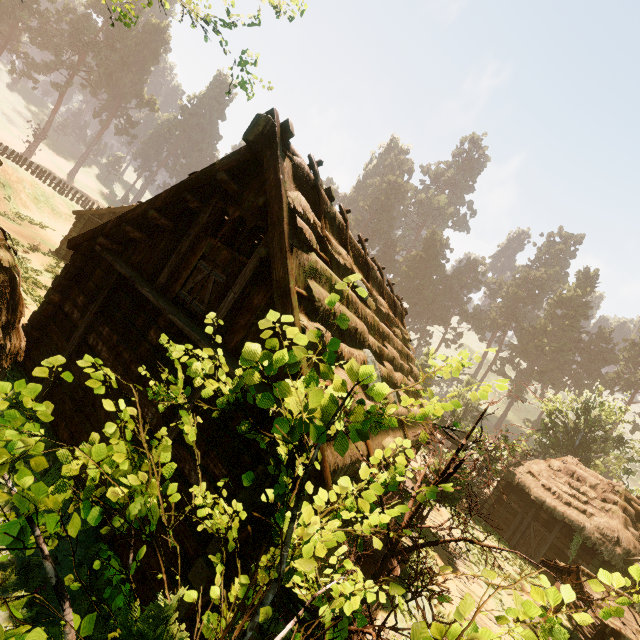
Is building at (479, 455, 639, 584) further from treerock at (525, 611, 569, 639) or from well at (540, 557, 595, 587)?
well at (540, 557, 595, 587)

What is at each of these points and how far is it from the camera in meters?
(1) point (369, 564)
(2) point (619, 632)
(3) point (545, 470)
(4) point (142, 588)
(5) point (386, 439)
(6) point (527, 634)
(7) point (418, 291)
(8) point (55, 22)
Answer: (1) wooden basin, 8.2
(2) well, 9.1
(3) building, 19.9
(4) building, 4.9
(5) building, 7.4
(6) treerock, 1.4
(7) treerock, 59.0
(8) treerock, 50.6

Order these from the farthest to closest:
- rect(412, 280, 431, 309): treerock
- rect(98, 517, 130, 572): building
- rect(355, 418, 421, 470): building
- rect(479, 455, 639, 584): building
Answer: rect(412, 280, 431, 309): treerock → rect(479, 455, 639, 584): building → rect(355, 418, 421, 470): building → rect(98, 517, 130, 572): building

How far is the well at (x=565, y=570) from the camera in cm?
1012

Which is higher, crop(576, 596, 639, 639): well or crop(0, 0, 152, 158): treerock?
crop(0, 0, 152, 158): treerock

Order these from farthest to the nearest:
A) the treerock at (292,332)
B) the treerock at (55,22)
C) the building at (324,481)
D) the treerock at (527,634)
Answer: the treerock at (55,22) < the building at (324,481) < the treerock at (292,332) < the treerock at (527,634)

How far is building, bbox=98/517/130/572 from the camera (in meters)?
5.21
